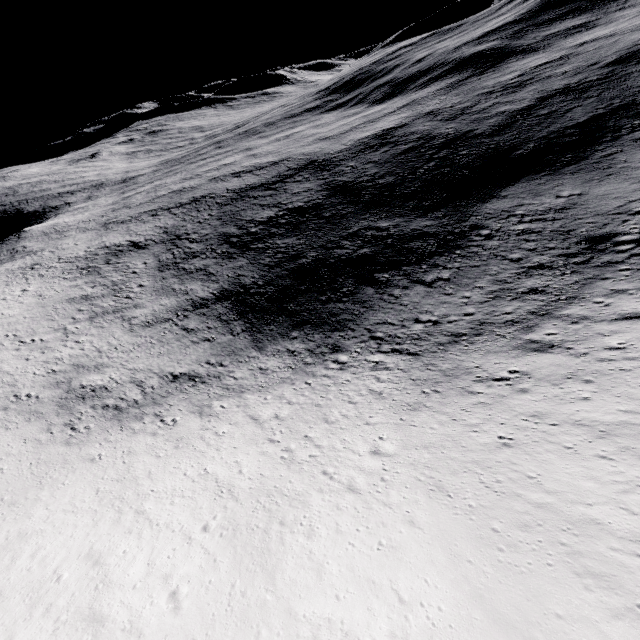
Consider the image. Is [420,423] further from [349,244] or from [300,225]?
[300,225]
